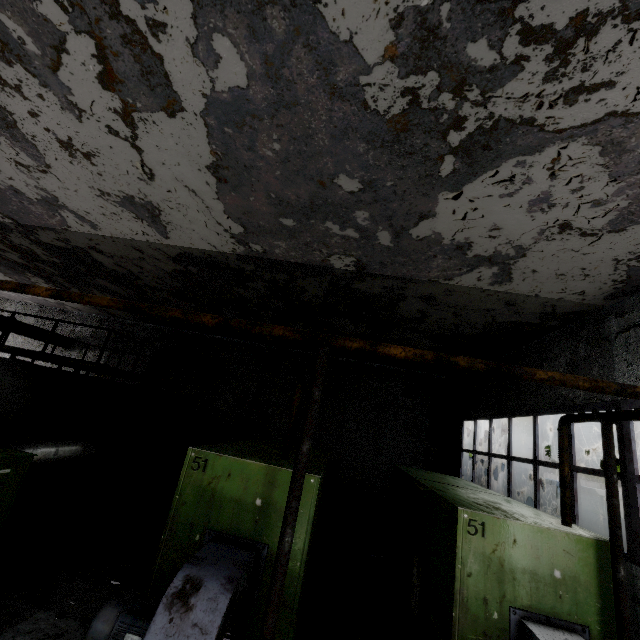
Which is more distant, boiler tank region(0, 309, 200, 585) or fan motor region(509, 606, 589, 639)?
boiler tank region(0, 309, 200, 585)

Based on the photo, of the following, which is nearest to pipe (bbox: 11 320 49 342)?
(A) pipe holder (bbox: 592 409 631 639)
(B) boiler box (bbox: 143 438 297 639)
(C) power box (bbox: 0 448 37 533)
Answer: (A) pipe holder (bbox: 592 409 631 639)

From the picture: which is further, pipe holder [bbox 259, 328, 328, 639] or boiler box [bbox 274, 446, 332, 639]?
boiler box [bbox 274, 446, 332, 639]

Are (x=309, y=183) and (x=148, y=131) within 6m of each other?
yes

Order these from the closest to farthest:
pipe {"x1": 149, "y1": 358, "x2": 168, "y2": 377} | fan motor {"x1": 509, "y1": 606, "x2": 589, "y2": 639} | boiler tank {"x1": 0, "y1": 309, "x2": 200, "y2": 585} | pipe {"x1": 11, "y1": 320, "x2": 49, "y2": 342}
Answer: fan motor {"x1": 509, "y1": 606, "x2": 589, "y2": 639}, boiler tank {"x1": 0, "y1": 309, "x2": 200, "y2": 585}, pipe {"x1": 149, "y1": 358, "x2": 168, "y2": 377}, pipe {"x1": 11, "y1": 320, "x2": 49, "y2": 342}

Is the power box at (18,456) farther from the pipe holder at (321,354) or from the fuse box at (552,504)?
the fuse box at (552,504)

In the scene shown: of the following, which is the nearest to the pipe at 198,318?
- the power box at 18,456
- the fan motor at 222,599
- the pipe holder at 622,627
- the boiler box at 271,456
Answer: the pipe holder at 622,627

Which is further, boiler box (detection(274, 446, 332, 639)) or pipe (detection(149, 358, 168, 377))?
pipe (detection(149, 358, 168, 377))
